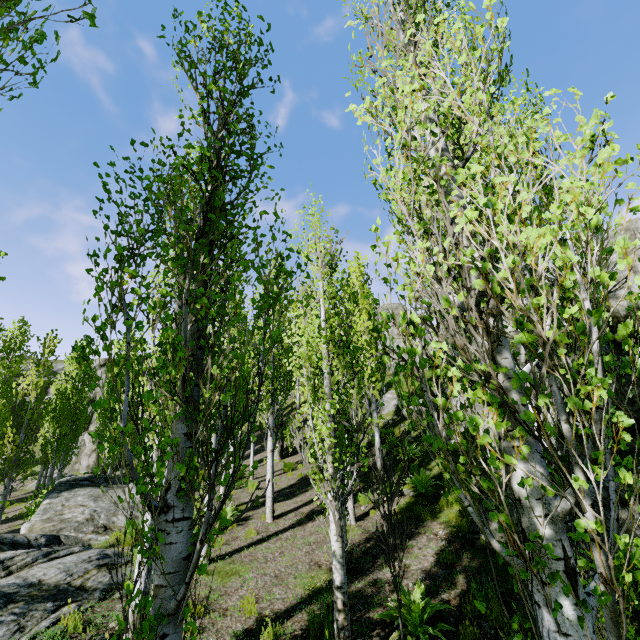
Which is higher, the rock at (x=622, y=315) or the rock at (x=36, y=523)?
the rock at (x=622, y=315)

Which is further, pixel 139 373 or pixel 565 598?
pixel 139 373

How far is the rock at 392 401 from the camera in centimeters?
2158cm

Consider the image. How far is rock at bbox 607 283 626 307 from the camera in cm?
996

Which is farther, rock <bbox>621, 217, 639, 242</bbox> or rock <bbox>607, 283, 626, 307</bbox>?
rock <bbox>621, 217, 639, 242</bbox>

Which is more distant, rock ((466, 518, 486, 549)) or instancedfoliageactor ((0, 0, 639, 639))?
rock ((466, 518, 486, 549))

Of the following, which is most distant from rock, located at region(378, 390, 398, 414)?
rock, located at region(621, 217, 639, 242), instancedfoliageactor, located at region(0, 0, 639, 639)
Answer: rock, located at region(621, 217, 639, 242)

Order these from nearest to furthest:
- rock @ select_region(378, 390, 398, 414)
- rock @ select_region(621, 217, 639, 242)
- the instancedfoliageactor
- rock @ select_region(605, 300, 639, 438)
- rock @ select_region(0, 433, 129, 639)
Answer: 1. the instancedfoliageactor
2. rock @ select_region(0, 433, 129, 639)
3. rock @ select_region(605, 300, 639, 438)
4. rock @ select_region(378, 390, 398, 414)
5. rock @ select_region(621, 217, 639, 242)
